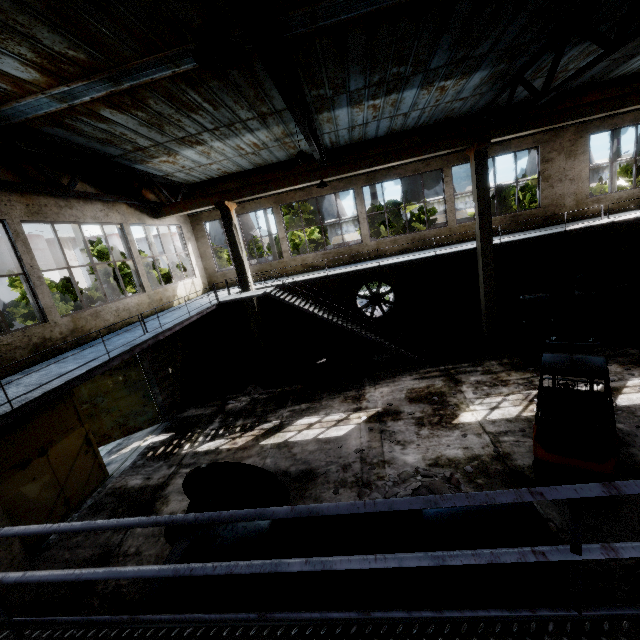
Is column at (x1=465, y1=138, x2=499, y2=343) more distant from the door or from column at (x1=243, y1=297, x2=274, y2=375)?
the door

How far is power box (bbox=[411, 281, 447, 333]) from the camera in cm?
1568

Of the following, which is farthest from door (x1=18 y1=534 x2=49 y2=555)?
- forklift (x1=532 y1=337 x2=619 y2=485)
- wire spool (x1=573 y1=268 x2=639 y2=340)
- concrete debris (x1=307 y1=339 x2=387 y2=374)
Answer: wire spool (x1=573 y1=268 x2=639 y2=340)

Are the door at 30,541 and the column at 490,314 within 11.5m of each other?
no

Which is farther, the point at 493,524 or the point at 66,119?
the point at 66,119

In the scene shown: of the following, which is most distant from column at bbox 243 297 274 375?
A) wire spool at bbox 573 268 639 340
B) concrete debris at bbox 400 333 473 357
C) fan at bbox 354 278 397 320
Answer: wire spool at bbox 573 268 639 340

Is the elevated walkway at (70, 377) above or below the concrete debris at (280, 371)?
above

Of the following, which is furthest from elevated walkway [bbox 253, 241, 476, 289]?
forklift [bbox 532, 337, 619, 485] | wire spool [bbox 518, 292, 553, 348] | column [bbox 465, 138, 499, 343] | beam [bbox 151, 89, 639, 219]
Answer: forklift [bbox 532, 337, 619, 485]
